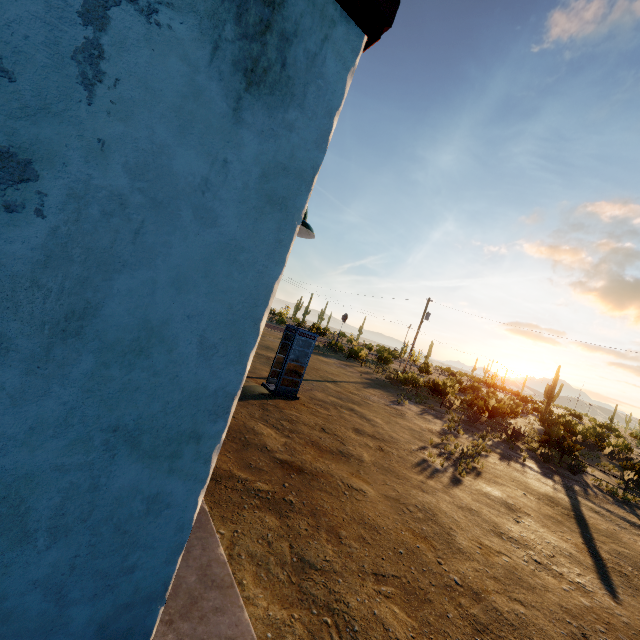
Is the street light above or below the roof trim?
below

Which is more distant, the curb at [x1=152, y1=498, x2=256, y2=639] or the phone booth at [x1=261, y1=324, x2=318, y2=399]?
the phone booth at [x1=261, y1=324, x2=318, y2=399]

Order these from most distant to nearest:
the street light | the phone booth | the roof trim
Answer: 1. the phone booth
2. the street light
3. the roof trim

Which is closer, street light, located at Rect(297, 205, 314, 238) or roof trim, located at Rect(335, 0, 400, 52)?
roof trim, located at Rect(335, 0, 400, 52)

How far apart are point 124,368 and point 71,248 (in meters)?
0.56

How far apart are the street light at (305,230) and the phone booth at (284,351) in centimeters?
895cm

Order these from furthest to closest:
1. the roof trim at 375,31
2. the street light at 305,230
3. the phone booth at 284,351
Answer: the phone booth at 284,351 < the street light at 305,230 < the roof trim at 375,31

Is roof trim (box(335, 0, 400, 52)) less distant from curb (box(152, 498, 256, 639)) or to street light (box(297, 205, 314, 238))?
street light (box(297, 205, 314, 238))
